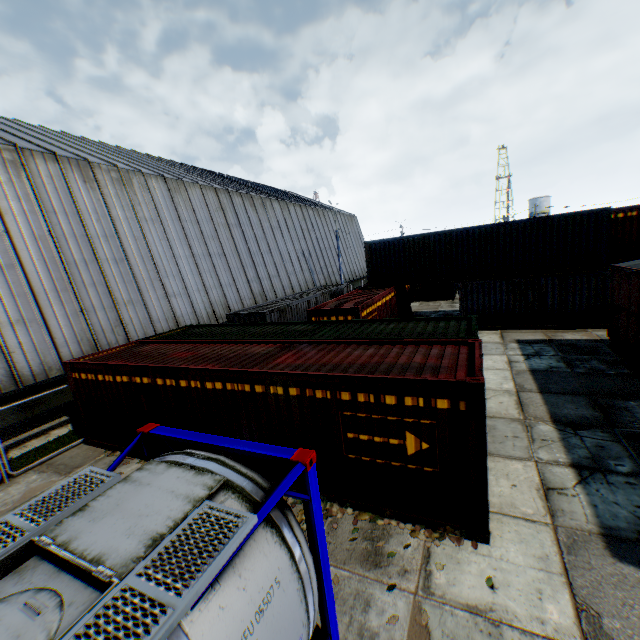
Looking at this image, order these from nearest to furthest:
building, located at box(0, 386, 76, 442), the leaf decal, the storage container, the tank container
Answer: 1. the tank container
2. the leaf decal
3. the storage container
4. building, located at box(0, 386, 76, 442)

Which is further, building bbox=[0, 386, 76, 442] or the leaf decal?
building bbox=[0, 386, 76, 442]

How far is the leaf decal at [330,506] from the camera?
5.8 meters

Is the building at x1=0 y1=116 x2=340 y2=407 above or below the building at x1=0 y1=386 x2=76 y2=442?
above

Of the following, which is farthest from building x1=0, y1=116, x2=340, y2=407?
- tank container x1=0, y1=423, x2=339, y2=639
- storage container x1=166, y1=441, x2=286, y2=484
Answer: tank container x1=0, y1=423, x2=339, y2=639

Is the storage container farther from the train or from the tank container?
the train

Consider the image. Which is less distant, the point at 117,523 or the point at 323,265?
the point at 117,523

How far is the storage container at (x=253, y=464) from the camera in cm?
751
